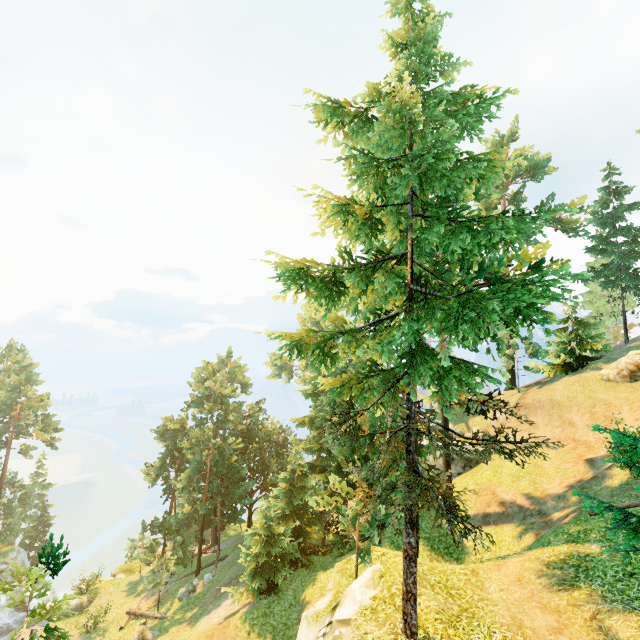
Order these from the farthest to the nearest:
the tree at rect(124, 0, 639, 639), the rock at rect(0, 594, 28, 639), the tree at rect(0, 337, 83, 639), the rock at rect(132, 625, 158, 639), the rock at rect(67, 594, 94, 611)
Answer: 1. the rock at rect(0, 594, 28, 639)
2. the rock at rect(67, 594, 94, 611)
3. the rock at rect(132, 625, 158, 639)
4. the tree at rect(124, 0, 639, 639)
5. the tree at rect(0, 337, 83, 639)

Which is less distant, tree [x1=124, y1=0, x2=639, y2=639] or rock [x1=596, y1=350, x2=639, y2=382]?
tree [x1=124, y1=0, x2=639, y2=639]

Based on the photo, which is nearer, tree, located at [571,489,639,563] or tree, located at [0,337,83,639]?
tree, located at [0,337,83,639]

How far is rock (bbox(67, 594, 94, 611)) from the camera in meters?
30.5

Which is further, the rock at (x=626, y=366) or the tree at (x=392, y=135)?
the rock at (x=626, y=366)

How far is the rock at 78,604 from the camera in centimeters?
3048cm

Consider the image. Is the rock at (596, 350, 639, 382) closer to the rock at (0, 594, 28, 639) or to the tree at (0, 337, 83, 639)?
the tree at (0, 337, 83, 639)

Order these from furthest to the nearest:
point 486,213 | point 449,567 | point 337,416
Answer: point 486,213 < point 337,416 < point 449,567
